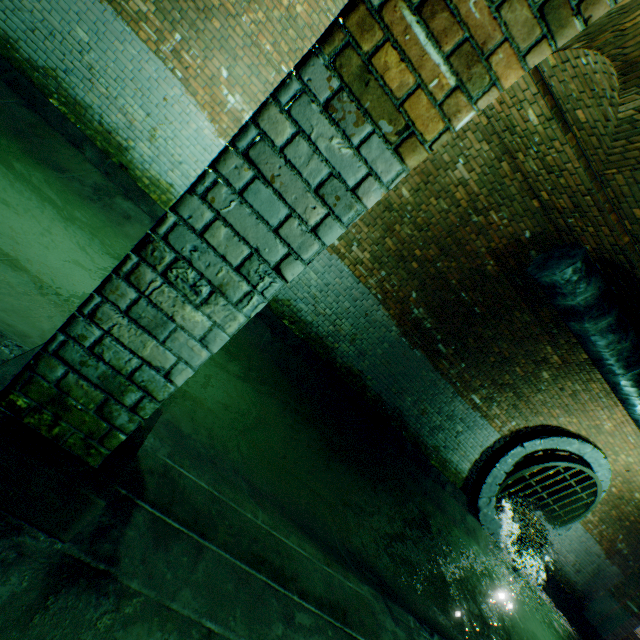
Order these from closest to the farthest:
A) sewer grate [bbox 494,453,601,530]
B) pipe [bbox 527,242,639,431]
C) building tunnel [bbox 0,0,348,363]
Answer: building tunnel [bbox 0,0,348,363], pipe [bbox 527,242,639,431], sewer grate [bbox 494,453,601,530]

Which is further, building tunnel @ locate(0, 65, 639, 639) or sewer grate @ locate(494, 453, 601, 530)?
sewer grate @ locate(494, 453, 601, 530)

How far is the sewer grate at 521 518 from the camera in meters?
7.6

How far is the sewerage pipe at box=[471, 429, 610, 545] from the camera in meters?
7.6

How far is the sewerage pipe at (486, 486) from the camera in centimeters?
759cm

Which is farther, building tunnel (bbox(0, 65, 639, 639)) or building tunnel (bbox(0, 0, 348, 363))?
building tunnel (bbox(0, 0, 348, 363))

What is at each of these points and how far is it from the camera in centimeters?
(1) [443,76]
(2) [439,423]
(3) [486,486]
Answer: (1) support arch, 99cm
(2) building tunnel, 746cm
(3) sewerage pipe, 779cm

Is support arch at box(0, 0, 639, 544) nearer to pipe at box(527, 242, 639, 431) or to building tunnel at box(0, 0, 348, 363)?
building tunnel at box(0, 0, 348, 363)
